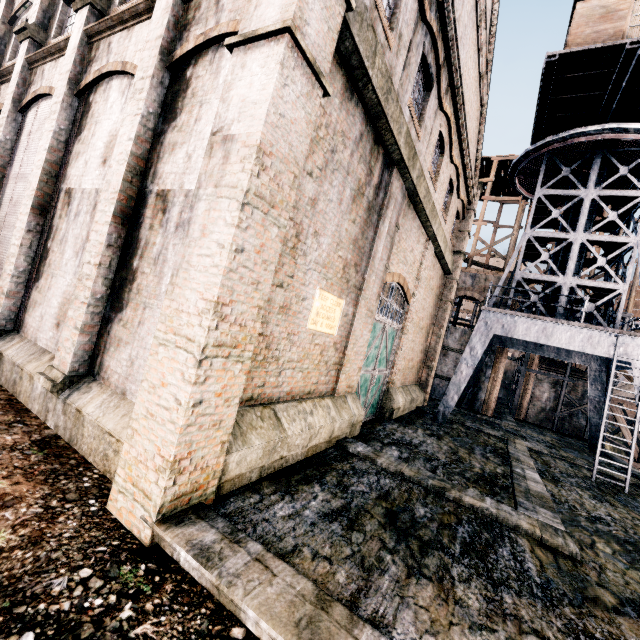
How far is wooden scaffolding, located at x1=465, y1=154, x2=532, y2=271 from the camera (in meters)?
27.83

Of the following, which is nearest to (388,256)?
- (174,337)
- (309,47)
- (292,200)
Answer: (292,200)

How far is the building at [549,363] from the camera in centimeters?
2795cm

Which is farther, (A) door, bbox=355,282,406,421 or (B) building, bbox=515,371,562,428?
(B) building, bbox=515,371,562,428

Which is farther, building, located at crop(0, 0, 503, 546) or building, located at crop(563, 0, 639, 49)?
building, located at crop(563, 0, 639, 49)

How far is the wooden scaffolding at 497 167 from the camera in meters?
27.8 m

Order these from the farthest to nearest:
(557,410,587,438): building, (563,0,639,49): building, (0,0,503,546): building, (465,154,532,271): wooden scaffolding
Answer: (465,154,532,271): wooden scaffolding < (557,410,587,438): building < (563,0,639,49): building < (0,0,503,546): building
